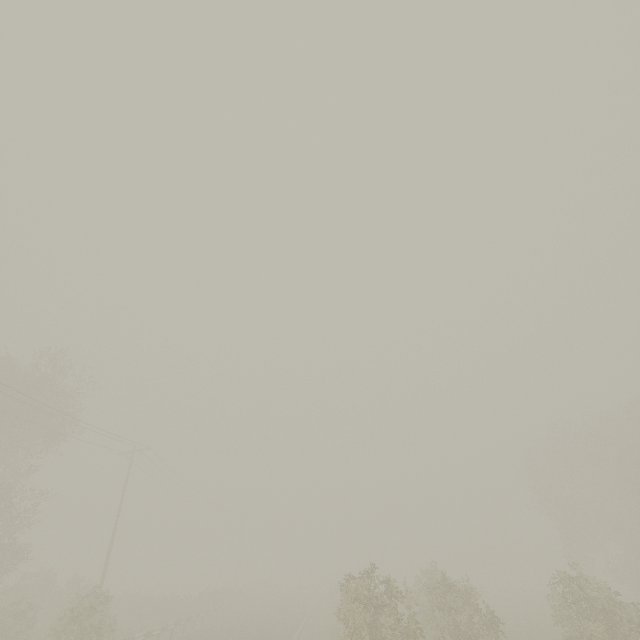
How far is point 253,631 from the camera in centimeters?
2106cm
